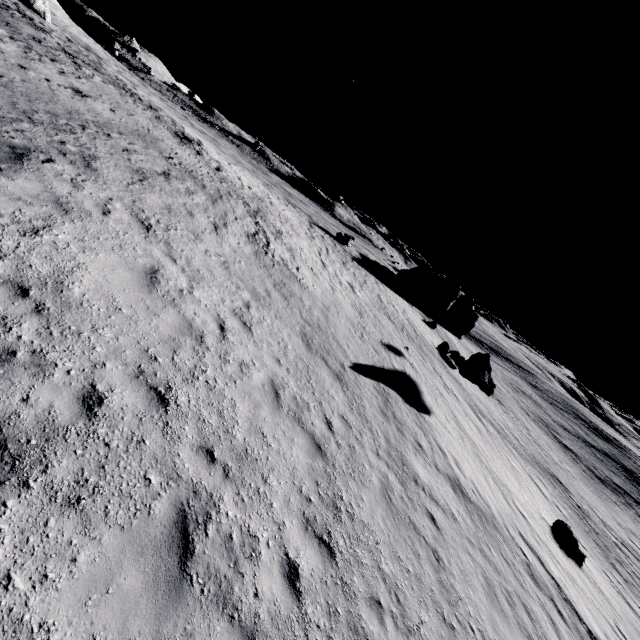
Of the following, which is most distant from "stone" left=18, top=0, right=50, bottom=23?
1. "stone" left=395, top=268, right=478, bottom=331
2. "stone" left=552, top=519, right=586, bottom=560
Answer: "stone" left=552, top=519, right=586, bottom=560

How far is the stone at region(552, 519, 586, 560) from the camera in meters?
17.7

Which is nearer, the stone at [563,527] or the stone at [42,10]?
the stone at [563,527]

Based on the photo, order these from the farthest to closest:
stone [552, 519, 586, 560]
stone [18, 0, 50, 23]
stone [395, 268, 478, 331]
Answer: stone [395, 268, 478, 331] < stone [18, 0, 50, 23] < stone [552, 519, 586, 560]

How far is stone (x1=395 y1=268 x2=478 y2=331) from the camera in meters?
50.2

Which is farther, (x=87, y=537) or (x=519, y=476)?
(x=519, y=476)

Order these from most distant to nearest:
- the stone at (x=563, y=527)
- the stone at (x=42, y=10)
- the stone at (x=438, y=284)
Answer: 1. the stone at (x=438, y=284)
2. the stone at (x=42, y=10)
3. the stone at (x=563, y=527)
